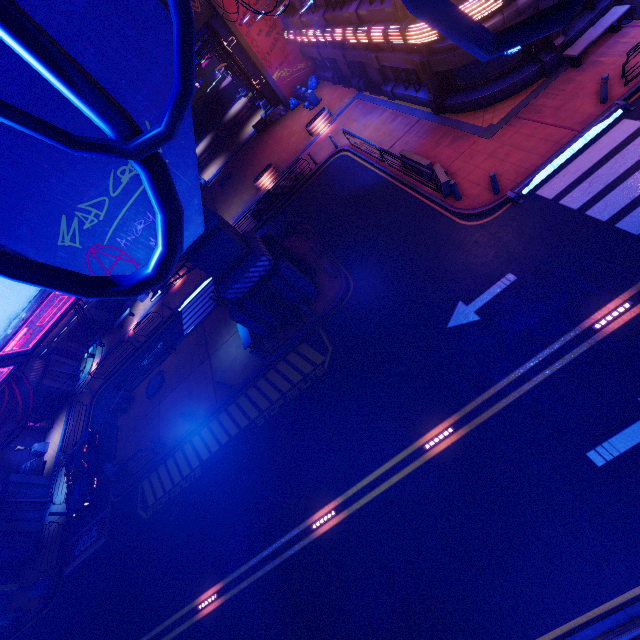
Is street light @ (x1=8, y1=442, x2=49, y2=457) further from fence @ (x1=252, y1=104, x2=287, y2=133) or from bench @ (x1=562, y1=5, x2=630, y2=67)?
bench @ (x1=562, y1=5, x2=630, y2=67)

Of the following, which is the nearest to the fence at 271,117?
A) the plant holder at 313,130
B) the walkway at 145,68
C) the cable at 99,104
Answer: the plant holder at 313,130

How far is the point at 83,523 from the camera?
20.55m

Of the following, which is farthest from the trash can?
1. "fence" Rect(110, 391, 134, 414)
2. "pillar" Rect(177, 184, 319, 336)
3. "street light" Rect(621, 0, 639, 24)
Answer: "fence" Rect(110, 391, 134, 414)

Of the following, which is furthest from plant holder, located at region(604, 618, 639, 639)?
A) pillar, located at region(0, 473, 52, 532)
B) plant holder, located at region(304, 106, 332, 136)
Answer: pillar, located at region(0, 473, 52, 532)

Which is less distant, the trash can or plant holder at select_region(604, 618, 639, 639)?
plant holder at select_region(604, 618, 639, 639)

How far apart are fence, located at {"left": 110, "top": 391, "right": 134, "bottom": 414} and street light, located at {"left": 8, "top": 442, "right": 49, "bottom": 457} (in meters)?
11.86

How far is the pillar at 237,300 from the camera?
14.1 meters
